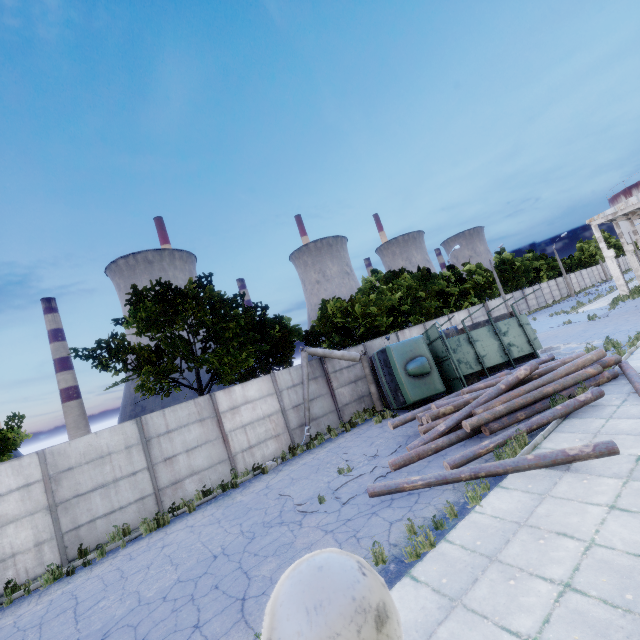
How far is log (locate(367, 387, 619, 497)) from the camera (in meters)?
6.85

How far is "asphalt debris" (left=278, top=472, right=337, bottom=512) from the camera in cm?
862

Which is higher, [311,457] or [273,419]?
[273,419]

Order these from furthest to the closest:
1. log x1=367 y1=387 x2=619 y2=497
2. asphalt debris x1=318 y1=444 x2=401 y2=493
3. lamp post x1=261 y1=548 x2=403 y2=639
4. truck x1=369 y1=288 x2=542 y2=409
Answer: truck x1=369 y1=288 x2=542 y2=409 → asphalt debris x1=318 y1=444 x2=401 y2=493 → log x1=367 y1=387 x2=619 y2=497 → lamp post x1=261 y1=548 x2=403 y2=639

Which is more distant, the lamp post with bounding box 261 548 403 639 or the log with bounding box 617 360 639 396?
the log with bounding box 617 360 639 396

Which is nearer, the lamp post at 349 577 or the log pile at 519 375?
the lamp post at 349 577

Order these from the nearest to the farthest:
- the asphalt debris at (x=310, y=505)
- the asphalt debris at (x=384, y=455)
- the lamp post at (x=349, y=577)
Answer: the lamp post at (x=349, y=577)
the asphalt debris at (x=310, y=505)
the asphalt debris at (x=384, y=455)

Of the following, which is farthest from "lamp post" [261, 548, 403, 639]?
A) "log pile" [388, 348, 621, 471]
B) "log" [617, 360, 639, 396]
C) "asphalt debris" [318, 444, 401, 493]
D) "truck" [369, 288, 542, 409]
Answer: "truck" [369, 288, 542, 409]
